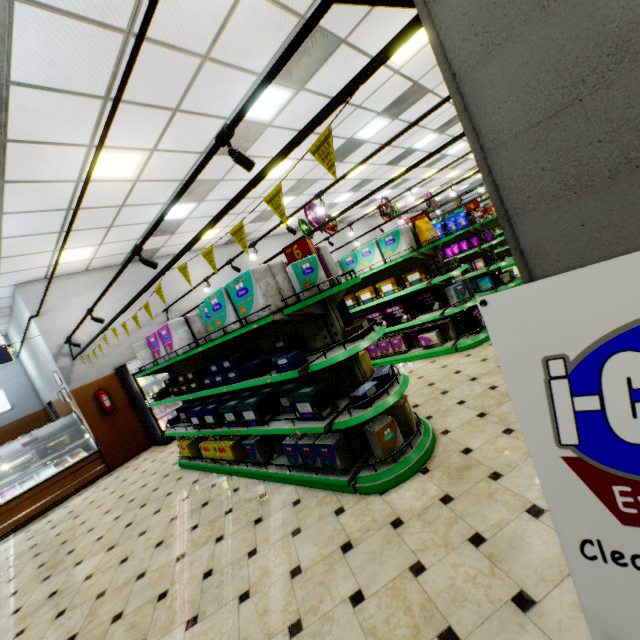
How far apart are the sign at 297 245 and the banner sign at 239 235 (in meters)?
0.63

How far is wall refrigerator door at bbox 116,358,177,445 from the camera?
7.9 meters

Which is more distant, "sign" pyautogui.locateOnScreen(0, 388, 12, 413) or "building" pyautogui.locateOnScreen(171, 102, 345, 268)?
"sign" pyautogui.locateOnScreen(0, 388, 12, 413)

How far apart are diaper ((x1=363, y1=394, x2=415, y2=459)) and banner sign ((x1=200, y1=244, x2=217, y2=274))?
2.2 meters

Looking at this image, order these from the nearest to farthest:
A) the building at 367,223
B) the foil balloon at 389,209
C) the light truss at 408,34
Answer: the light truss at 408,34 → the foil balloon at 389,209 → the building at 367,223

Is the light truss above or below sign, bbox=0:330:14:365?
below

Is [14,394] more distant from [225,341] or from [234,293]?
[234,293]

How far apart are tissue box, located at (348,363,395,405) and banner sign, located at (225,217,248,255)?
1.65m
